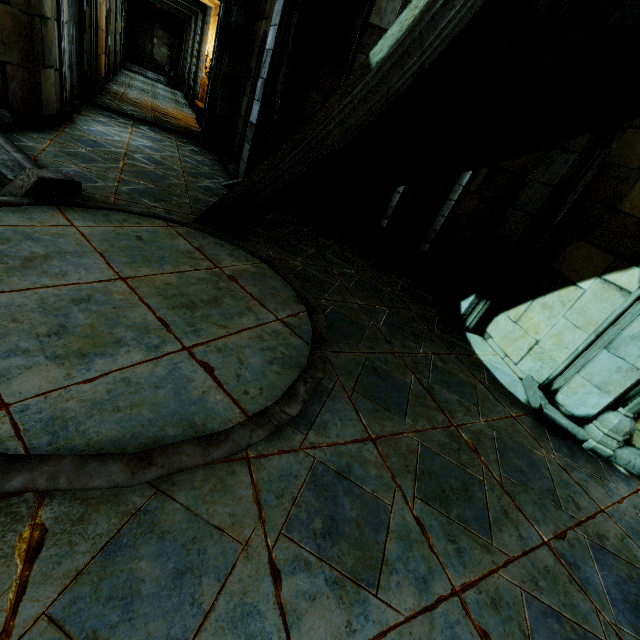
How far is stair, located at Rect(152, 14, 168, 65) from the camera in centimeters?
2875cm

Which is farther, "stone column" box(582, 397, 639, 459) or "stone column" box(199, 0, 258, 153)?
"stone column" box(199, 0, 258, 153)

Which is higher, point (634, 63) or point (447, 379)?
point (634, 63)

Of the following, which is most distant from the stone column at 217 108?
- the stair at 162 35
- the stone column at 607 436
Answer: the stair at 162 35

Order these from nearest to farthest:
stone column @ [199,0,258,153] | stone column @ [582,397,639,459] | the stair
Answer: stone column @ [582,397,639,459], stone column @ [199,0,258,153], the stair

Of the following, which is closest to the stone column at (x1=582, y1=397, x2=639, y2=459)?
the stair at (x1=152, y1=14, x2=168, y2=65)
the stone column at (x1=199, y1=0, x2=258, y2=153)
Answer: the stone column at (x1=199, y1=0, x2=258, y2=153)

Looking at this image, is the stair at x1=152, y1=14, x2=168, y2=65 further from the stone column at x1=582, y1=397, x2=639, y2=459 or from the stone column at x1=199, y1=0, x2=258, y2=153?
the stone column at x1=582, y1=397, x2=639, y2=459

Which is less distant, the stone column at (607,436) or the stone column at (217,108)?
the stone column at (607,436)
